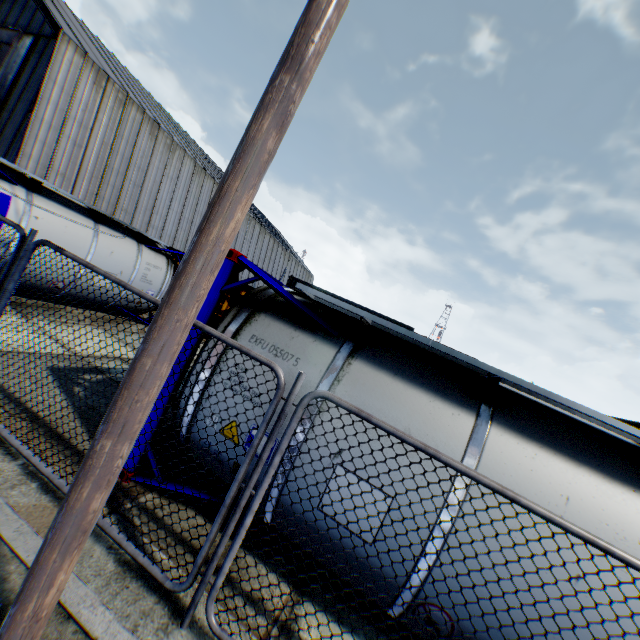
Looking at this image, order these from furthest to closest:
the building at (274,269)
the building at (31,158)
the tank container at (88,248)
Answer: the building at (274,269), the building at (31,158), the tank container at (88,248)

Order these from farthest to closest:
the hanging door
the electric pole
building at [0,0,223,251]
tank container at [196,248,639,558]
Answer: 1. the hanging door
2. building at [0,0,223,251]
3. tank container at [196,248,639,558]
4. the electric pole

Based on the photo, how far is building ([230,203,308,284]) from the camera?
37.91m

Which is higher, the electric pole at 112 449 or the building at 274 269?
the building at 274 269

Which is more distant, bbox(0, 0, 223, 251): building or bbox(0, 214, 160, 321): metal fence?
bbox(0, 0, 223, 251): building

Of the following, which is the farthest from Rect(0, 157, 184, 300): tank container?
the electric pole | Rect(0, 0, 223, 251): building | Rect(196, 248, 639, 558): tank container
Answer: Rect(0, 0, 223, 251): building

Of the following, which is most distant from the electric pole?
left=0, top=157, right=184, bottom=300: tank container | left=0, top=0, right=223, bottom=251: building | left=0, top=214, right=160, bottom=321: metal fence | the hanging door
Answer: the hanging door

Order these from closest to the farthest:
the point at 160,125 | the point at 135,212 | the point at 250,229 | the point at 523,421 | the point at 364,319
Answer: the point at 523,421
the point at 364,319
the point at 135,212
the point at 160,125
the point at 250,229
